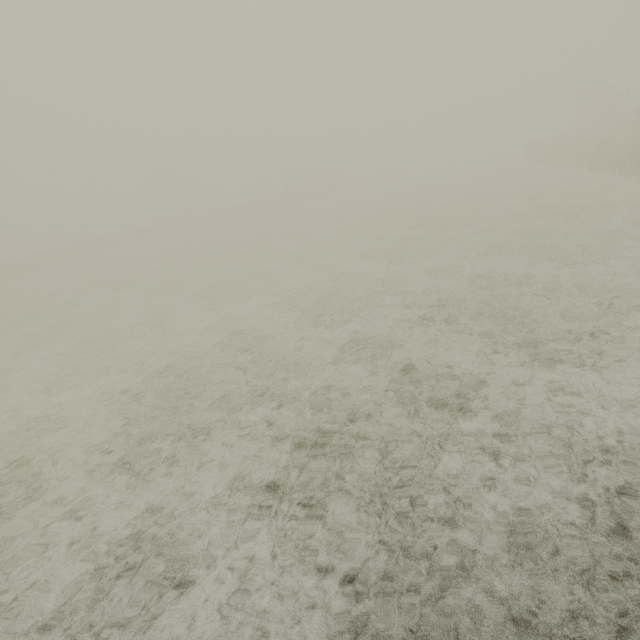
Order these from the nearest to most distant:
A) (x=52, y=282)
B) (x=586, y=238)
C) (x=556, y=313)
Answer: (x=556, y=313) → (x=586, y=238) → (x=52, y=282)
